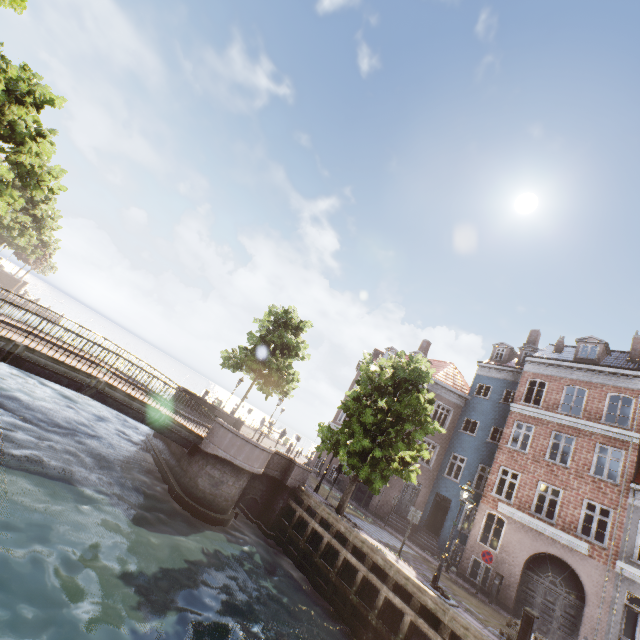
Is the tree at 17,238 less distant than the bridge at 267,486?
No

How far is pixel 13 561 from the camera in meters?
6.0 m

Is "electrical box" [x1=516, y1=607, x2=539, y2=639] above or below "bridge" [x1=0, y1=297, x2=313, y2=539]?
above

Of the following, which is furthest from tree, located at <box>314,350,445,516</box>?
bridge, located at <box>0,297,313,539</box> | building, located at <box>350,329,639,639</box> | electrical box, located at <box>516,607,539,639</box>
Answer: electrical box, located at <box>516,607,539,639</box>

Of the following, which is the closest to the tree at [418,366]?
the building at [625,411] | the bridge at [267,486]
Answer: the bridge at [267,486]

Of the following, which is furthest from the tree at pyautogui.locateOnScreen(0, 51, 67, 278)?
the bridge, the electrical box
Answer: the electrical box

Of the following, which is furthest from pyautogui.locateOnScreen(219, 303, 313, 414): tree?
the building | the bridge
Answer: the building
